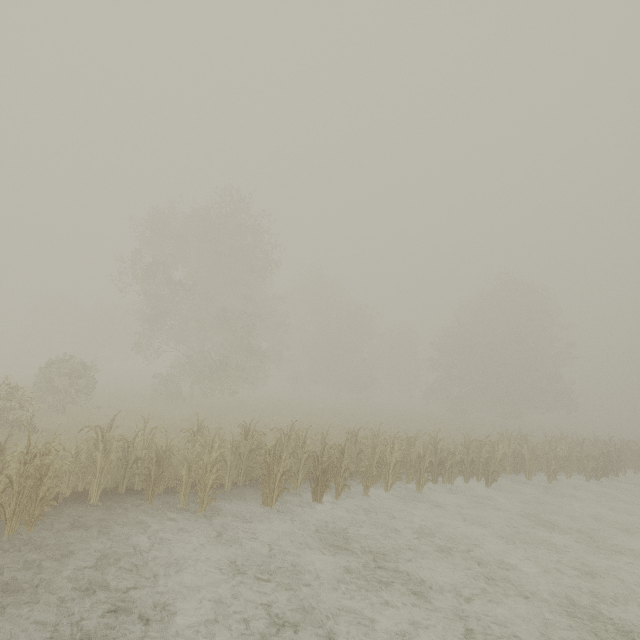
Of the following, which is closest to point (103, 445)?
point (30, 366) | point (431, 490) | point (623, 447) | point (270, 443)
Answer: point (270, 443)
